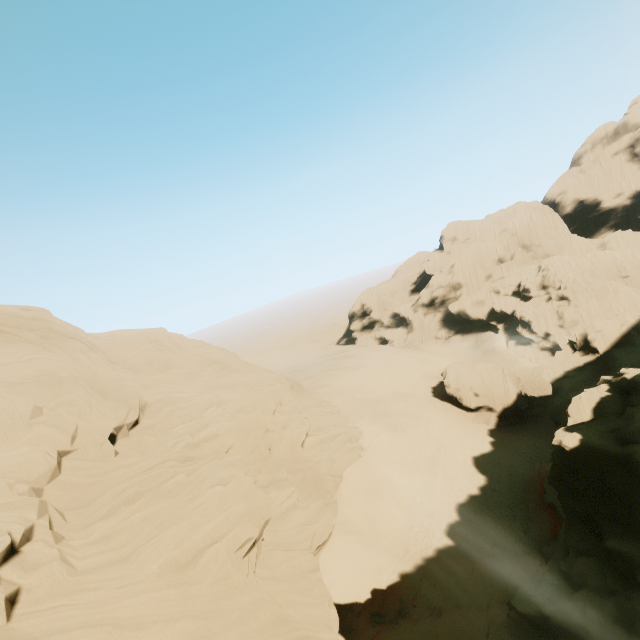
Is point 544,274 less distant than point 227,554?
No

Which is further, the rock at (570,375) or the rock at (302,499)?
the rock at (570,375)

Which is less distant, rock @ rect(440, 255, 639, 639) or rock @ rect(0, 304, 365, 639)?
rock @ rect(0, 304, 365, 639)
